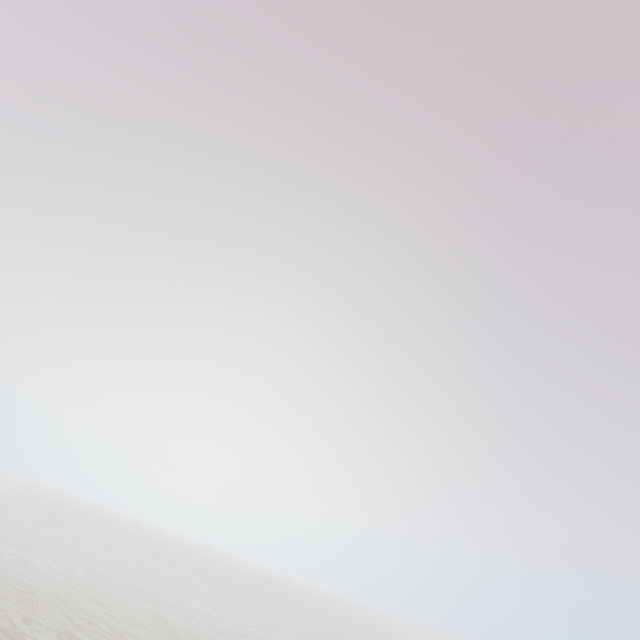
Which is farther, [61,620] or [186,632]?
[186,632]
